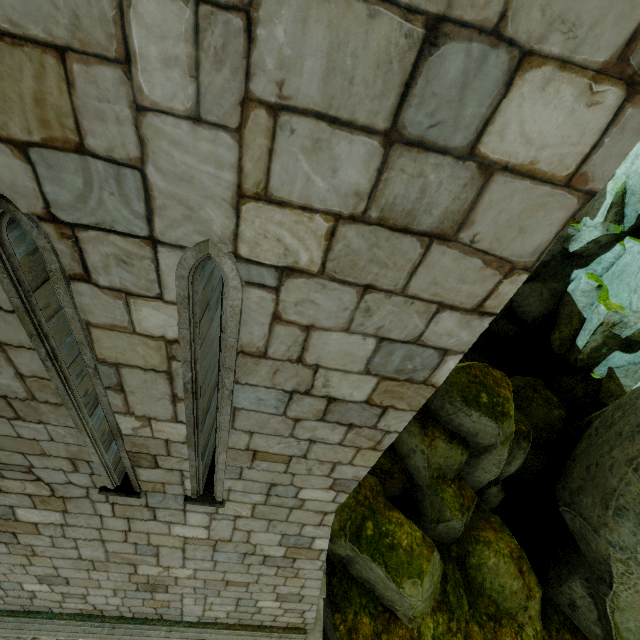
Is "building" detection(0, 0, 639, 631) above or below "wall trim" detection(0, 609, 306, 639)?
above

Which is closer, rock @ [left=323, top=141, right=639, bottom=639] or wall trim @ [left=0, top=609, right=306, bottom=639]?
wall trim @ [left=0, top=609, right=306, bottom=639]

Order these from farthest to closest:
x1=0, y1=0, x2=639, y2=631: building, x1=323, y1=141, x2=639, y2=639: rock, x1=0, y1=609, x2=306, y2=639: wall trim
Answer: x1=323, y1=141, x2=639, y2=639: rock → x1=0, y1=609, x2=306, y2=639: wall trim → x1=0, y1=0, x2=639, y2=631: building

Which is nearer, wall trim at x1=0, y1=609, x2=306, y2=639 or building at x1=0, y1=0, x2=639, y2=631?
building at x1=0, y1=0, x2=639, y2=631

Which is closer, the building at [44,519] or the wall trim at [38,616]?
the building at [44,519]

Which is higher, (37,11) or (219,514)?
(37,11)

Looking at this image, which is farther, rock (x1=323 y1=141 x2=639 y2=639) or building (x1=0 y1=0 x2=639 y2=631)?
rock (x1=323 y1=141 x2=639 y2=639)

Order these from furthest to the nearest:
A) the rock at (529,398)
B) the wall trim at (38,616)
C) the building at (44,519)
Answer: the rock at (529,398) → the wall trim at (38,616) → the building at (44,519)
